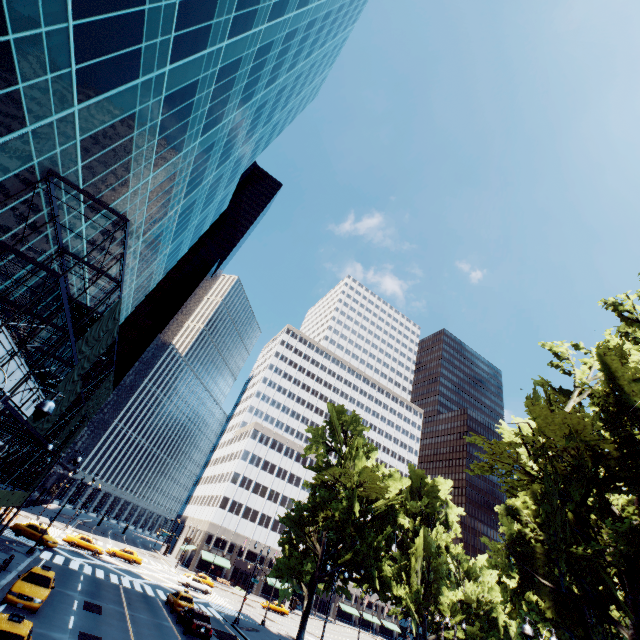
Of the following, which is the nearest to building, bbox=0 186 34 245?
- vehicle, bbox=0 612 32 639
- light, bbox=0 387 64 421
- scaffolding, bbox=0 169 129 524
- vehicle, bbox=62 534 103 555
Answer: scaffolding, bbox=0 169 129 524

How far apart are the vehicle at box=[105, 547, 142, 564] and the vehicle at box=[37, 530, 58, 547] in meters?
12.4 m

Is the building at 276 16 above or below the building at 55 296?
above

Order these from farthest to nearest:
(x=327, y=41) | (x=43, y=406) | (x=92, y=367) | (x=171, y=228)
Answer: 1. (x=327, y=41)
2. (x=171, y=228)
3. (x=92, y=367)
4. (x=43, y=406)

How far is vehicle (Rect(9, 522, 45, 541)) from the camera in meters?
34.3 m

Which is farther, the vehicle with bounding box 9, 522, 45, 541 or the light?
the vehicle with bounding box 9, 522, 45, 541

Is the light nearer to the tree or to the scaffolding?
the scaffolding

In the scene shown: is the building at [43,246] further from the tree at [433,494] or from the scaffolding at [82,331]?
the tree at [433,494]
